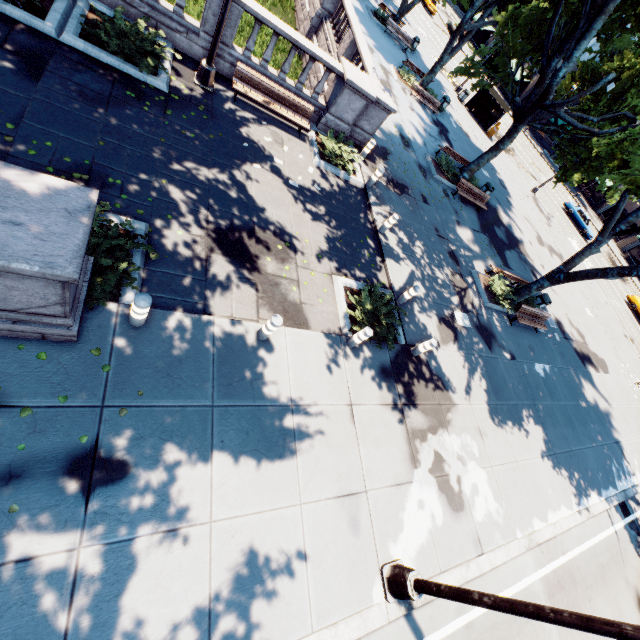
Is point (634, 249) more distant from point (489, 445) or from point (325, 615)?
point (325, 615)

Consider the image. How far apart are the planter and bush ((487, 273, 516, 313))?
0.1m

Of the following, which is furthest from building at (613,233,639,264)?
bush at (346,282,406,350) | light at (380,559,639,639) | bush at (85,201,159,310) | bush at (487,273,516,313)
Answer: bush at (85,201,159,310)

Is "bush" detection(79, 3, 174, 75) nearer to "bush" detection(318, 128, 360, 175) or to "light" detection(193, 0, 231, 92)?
"light" detection(193, 0, 231, 92)

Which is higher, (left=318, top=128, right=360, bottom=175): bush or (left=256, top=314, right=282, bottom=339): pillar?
(left=256, top=314, right=282, bottom=339): pillar

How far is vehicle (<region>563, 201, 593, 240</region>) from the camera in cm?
3731

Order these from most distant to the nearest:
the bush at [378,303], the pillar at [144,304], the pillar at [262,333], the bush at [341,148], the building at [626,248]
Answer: the building at [626,248], the bush at [341,148], the bush at [378,303], the pillar at [262,333], the pillar at [144,304]

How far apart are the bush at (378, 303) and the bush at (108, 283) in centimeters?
505cm
